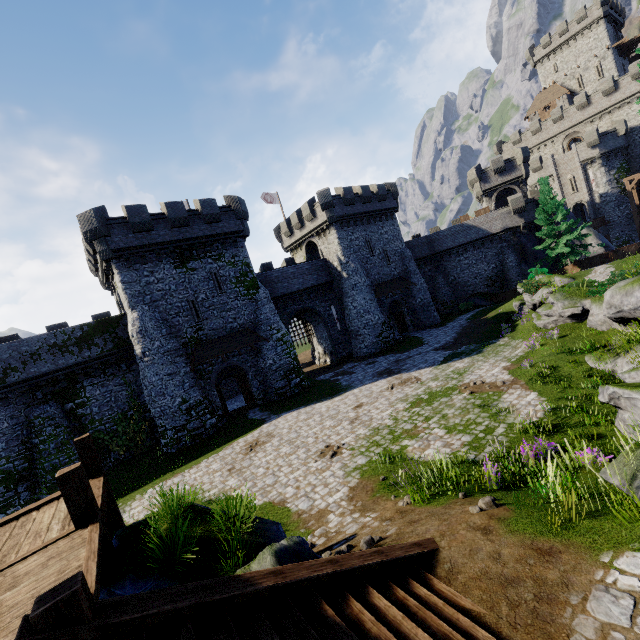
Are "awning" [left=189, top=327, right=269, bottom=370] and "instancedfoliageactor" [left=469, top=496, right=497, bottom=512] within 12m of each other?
no

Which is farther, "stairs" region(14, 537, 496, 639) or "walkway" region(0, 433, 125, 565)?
"walkway" region(0, 433, 125, 565)

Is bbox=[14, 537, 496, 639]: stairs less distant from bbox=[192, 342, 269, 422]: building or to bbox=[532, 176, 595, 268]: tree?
bbox=[192, 342, 269, 422]: building

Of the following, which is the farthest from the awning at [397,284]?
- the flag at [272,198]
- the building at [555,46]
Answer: the building at [555,46]

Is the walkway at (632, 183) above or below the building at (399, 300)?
above

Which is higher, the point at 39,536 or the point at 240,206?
the point at 240,206

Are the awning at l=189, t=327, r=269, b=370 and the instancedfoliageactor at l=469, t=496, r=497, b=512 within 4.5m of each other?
no

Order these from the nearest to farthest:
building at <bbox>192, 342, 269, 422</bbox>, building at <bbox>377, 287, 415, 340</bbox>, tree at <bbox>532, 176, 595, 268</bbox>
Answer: building at <bbox>192, 342, 269, 422</bbox>
tree at <bbox>532, 176, 595, 268</bbox>
building at <bbox>377, 287, 415, 340</bbox>
